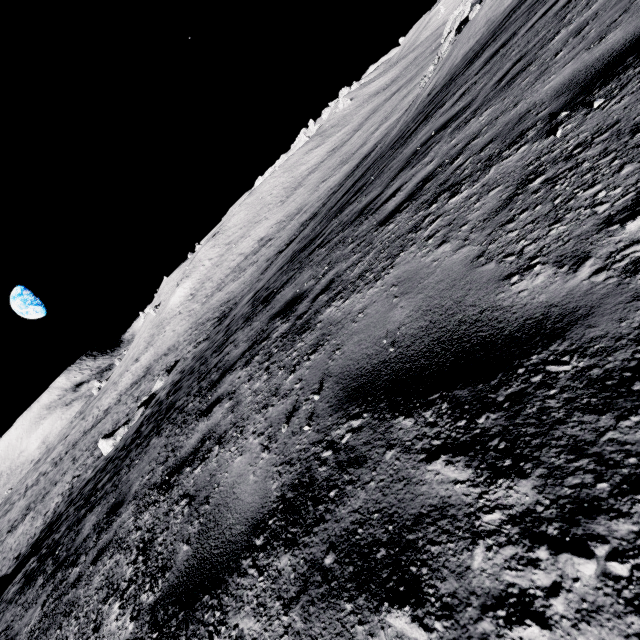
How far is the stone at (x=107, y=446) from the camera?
23.9m

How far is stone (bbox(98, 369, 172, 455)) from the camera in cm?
2391

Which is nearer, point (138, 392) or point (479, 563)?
point (479, 563)
